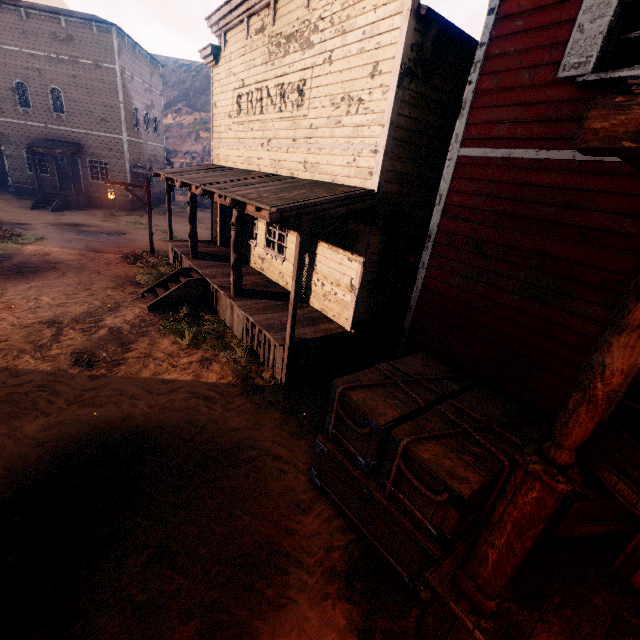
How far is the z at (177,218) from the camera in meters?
19.7

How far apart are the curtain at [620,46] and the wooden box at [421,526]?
4.1m

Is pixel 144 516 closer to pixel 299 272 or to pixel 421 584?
pixel 421 584

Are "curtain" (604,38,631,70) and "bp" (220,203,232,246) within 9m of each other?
no

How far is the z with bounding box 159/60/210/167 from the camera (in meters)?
44.09

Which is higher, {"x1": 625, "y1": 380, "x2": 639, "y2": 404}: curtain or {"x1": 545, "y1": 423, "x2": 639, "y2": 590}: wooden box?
{"x1": 625, "y1": 380, "x2": 639, "y2": 404}: curtain

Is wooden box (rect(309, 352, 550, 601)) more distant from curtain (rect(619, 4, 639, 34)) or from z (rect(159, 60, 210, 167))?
curtain (rect(619, 4, 639, 34))
